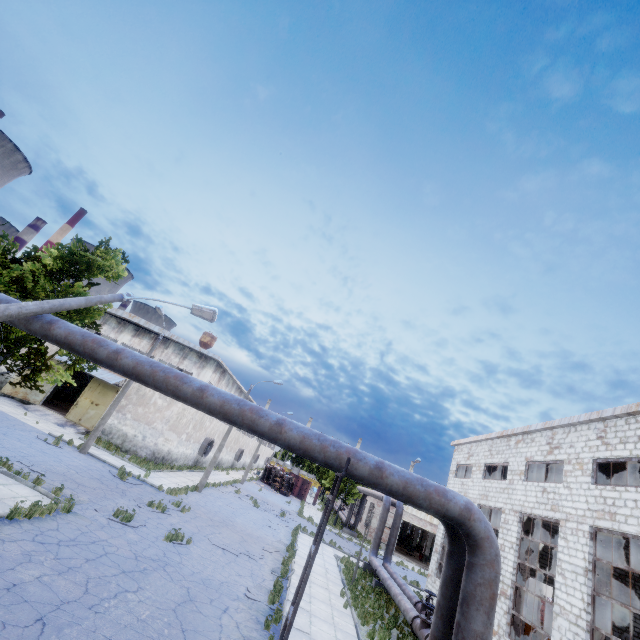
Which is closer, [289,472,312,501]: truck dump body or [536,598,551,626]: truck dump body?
[536,598,551,626]: truck dump body

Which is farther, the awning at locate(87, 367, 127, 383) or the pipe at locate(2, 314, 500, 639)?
the awning at locate(87, 367, 127, 383)

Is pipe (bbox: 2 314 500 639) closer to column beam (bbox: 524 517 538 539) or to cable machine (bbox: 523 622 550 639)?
column beam (bbox: 524 517 538 539)

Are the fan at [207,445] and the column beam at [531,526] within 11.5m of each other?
no

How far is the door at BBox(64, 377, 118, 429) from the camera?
27.3 meters

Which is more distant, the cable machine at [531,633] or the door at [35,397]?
the door at [35,397]

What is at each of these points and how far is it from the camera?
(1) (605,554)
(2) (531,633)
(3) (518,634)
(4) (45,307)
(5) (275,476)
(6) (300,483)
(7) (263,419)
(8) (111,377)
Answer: (1) column beam, 12.33m
(2) cable machine, 16.67m
(3) column beam, 14.62m
(4) lamp post, 7.60m
(5) truck, 52.25m
(6) truck dump body, 54.47m
(7) pipe, 6.75m
(8) awning, 27.94m

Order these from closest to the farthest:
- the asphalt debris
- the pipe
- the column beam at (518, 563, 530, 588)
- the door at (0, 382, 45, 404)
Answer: the pipe
the asphalt debris
the column beam at (518, 563, 530, 588)
the door at (0, 382, 45, 404)
